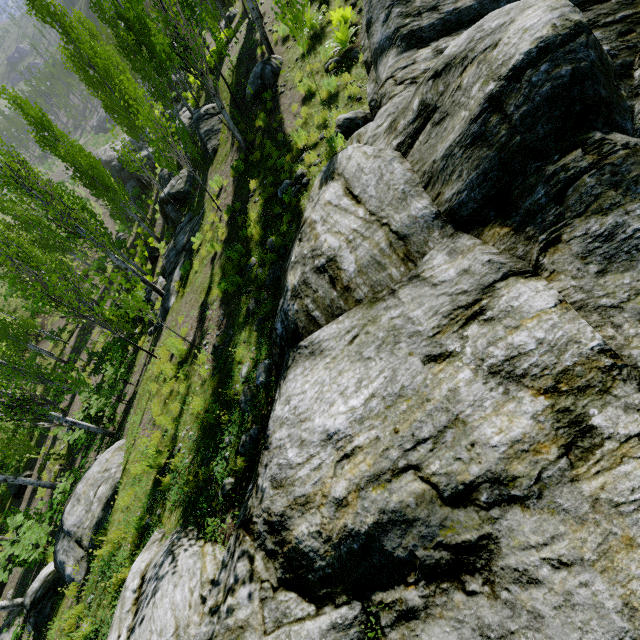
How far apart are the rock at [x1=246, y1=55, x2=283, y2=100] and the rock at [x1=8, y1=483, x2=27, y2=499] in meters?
24.5

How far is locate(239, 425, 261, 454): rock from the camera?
5.0m

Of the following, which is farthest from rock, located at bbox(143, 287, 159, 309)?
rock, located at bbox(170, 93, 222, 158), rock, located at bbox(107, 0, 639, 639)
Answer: rock, located at bbox(107, 0, 639, 639)

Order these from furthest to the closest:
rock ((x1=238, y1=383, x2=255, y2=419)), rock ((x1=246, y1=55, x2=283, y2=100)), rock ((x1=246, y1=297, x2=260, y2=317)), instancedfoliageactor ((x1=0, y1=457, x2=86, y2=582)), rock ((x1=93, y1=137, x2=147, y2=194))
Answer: rock ((x1=93, y1=137, x2=147, y2=194)) < rock ((x1=246, y1=55, x2=283, y2=100)) < instancedfoliageactor ((x1=0, y1=457, x2=86, y2=582)) < rock ((x1=246, y1=297, x2=260, y2=317)) < rock ((x1=238, y1=383, x2=255, y2=419))

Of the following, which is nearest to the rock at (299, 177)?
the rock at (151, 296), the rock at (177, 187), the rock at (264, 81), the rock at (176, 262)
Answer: the rock at (264, 81)

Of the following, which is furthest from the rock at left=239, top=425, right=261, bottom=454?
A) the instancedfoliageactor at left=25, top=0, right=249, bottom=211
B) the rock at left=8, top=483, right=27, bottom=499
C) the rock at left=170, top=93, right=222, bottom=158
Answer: the rock at left=8, top=483, right=27, bottom=499

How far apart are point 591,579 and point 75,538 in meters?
9.7

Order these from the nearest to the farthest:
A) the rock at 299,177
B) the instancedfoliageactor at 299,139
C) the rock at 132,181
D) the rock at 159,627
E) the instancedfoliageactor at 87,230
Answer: the rock at 159,627
the instancedfoliageactor at 87,230
the rock at 299,177
the instancedfoliageactor at 299,139
the rock at 132,181
